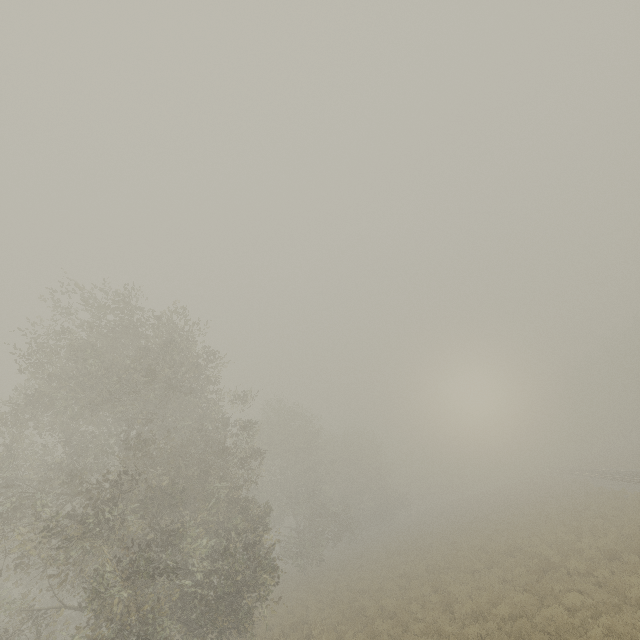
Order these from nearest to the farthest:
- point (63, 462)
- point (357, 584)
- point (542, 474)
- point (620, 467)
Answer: point (63, 462) → point (357, 584) → point (620, 467) → point (542, 474)
